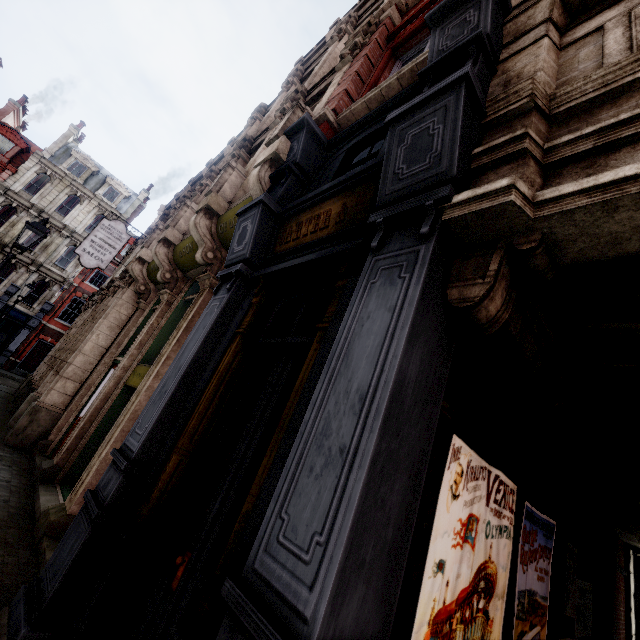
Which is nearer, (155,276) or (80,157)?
(155,276)

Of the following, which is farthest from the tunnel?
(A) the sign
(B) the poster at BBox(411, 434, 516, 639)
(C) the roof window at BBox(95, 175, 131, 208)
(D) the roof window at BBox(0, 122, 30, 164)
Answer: (D) the roof window at BBox(0, 122, 30, 164)

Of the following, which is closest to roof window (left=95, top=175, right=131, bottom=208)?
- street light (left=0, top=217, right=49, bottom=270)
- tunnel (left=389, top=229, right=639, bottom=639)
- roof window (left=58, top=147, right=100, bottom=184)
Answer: roof window (left=58, top=147, right=100, bottom=184)

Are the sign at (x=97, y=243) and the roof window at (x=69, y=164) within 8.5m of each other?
no

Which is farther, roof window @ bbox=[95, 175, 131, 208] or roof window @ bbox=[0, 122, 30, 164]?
roof window @ bbox=[95, 175, 131, 208]

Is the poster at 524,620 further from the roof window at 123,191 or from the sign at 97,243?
the roof window at 123,191

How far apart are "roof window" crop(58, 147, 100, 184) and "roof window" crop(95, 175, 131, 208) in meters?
0.6

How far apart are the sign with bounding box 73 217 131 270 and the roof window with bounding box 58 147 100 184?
22.6 meters
